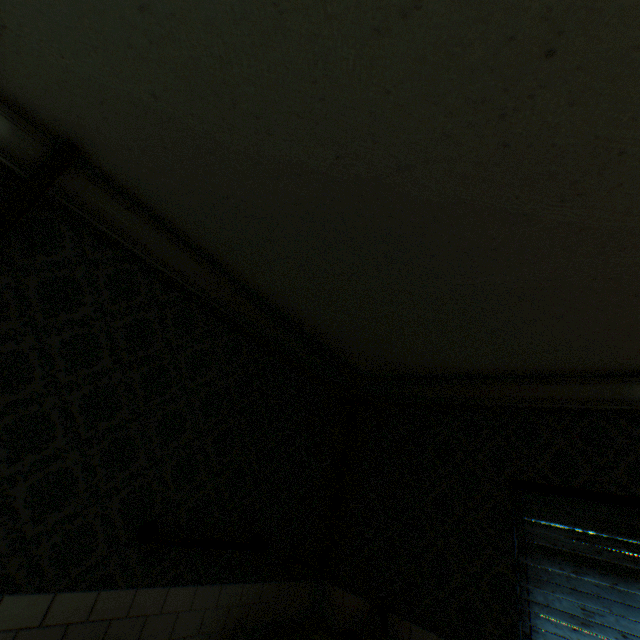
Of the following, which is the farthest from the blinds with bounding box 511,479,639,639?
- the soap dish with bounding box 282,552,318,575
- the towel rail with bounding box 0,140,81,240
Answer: the towel rail with bounding box 0,140,81,240

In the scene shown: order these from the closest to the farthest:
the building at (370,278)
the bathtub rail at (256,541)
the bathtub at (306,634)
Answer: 1. the building at (370,278)
2. the bathtub rail at (256,541)
3. the bathtub at (306,634)

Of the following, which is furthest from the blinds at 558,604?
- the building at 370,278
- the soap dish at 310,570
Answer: the soap dish at 310,570

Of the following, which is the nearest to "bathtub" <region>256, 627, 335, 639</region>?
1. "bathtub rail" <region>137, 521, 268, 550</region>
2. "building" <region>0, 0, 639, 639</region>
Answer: "building" <region>0, 0, 639, 639</region>

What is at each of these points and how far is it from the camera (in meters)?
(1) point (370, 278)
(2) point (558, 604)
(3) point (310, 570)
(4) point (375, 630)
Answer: (1) building, 2.16
(2) blinds, 2.20
(3) soap dish, 2.69
(4) building, 2.68

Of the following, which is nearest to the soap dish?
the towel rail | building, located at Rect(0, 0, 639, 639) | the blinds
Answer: building, located at Rect(0, 0, 639, 639)

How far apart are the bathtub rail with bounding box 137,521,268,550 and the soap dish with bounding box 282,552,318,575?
0.3m

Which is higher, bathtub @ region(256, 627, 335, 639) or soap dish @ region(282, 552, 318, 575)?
soap dish @ region(282, 552, 318, 575)
